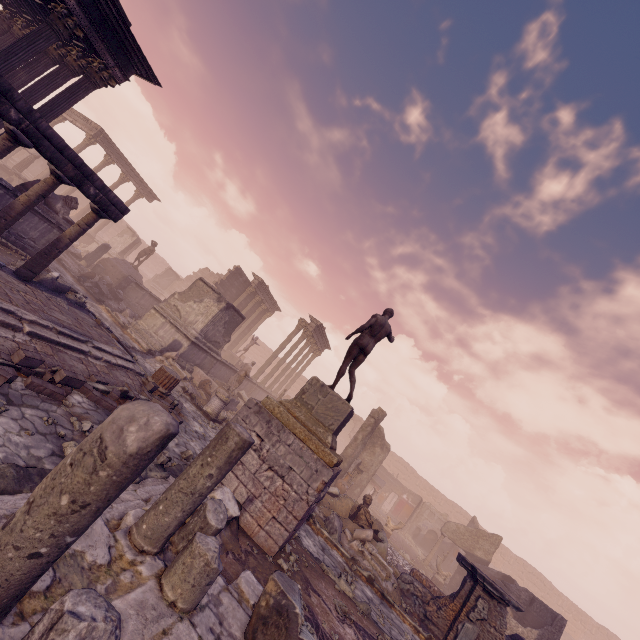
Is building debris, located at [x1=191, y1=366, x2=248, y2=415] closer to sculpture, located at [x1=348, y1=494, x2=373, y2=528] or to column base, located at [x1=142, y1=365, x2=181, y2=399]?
column base, located at [x1=142, y1=365, x2=181, y2=399]

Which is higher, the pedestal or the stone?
the pedestal

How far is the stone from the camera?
5.77m

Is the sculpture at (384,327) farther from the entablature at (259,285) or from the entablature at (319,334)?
the entablature at (259,285)

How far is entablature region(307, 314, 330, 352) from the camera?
24.8m

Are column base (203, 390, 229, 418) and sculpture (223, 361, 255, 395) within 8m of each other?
yes

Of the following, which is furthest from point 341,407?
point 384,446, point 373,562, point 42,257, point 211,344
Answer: point 384,446

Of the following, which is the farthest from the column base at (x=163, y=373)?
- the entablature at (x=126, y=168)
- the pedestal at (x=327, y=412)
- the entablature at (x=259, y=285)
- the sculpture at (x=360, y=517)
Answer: the entablature at (x=126, y=168)
